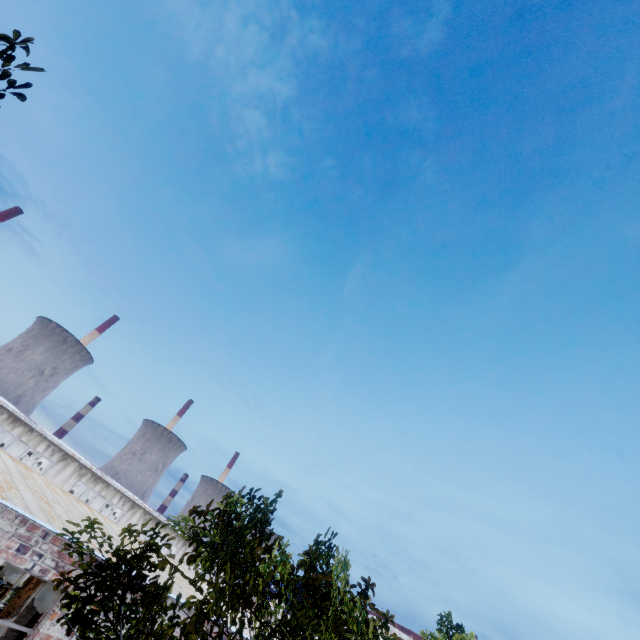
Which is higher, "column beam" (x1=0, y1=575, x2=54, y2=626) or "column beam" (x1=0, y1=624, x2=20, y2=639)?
"column beam" (x1=0, y1=575, x2=54, y2=626)

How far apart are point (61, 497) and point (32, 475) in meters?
1.2 m

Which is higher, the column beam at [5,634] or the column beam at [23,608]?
the column beam at [23,608]
